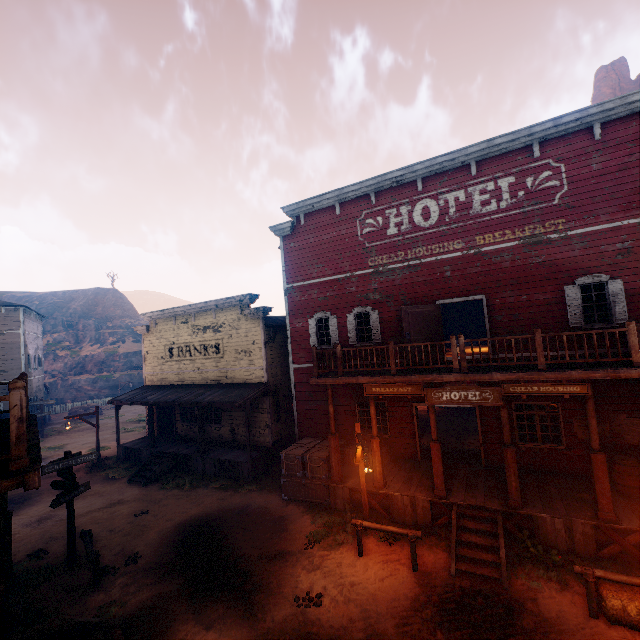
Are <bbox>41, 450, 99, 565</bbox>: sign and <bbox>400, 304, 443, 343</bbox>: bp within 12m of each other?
yes

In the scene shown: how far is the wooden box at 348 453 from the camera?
12.9m

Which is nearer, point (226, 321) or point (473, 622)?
point (473, 622)

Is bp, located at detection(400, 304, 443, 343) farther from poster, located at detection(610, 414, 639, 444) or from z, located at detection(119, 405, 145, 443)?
z, located at detection(119, 405, 145, 443)

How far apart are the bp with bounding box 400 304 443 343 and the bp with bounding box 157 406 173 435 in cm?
1630

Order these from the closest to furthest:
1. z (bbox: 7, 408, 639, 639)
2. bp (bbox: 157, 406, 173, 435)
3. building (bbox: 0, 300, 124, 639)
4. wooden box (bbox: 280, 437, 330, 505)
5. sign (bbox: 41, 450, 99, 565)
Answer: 1. building (bbox: 0, 300, 124, 639)
2. z (bbox: 7, 408, 639, 639)
3. sign (bbox: 41, 450, 99, 565)
4. wooden box (bbox: 280, 437, 330, 505)
5. bp (bbox: 157, 406, 173, 435)

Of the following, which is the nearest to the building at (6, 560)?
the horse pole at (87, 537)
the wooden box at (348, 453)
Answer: the wooden box at (348, 453)

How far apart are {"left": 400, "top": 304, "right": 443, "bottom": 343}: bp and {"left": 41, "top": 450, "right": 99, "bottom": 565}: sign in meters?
11.2
